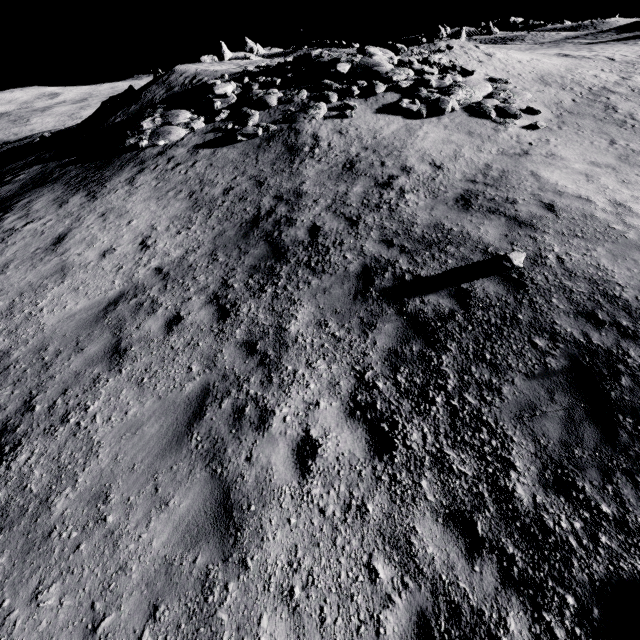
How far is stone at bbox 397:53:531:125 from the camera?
12.9m

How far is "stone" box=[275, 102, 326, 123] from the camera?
13.2m

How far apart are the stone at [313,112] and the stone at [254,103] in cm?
129

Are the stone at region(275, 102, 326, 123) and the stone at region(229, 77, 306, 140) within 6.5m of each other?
yes

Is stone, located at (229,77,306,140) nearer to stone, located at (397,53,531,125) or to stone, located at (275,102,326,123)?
stone, located at (275,102,326,123)

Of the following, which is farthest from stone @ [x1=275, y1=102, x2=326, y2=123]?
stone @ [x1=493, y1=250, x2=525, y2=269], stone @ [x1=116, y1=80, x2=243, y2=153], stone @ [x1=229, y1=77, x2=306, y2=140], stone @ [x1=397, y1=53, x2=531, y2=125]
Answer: stone @ [x1=493, y1=250, x2=525, y2=269]

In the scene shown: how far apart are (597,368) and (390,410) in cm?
314

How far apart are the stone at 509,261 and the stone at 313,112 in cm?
1043
